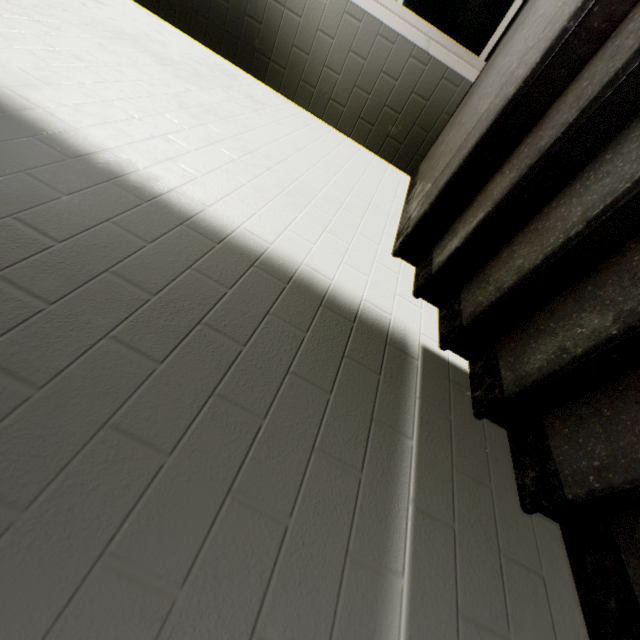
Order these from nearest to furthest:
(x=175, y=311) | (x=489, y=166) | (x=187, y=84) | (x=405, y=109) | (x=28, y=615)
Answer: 1. (x=28, y=615)
2. (x=175, y=311)
3. (x=489, y=166)
4. (x=187, y=84)
5. (x=405, y=109)
